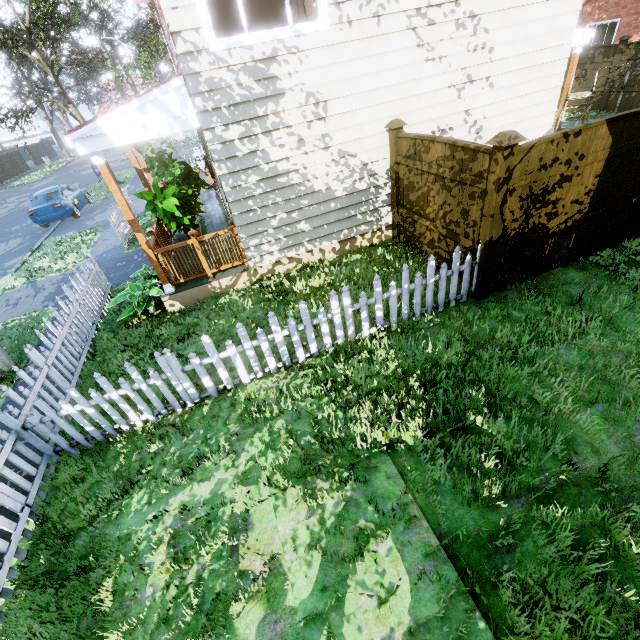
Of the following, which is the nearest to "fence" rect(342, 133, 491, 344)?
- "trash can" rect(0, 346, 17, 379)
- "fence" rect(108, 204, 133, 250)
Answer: "trash can" rect(0, 346, 17, 379)

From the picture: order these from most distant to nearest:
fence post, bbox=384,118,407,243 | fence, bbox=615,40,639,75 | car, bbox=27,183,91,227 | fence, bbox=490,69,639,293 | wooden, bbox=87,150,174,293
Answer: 1. car, bbox=27,183,91,227
2. fence, bbox=615,40,639,75
3. fence post, bbox=384,118,407,243
4. wooden, bbox=87,150,174,293
5. fence, bbox=490,69,639,293

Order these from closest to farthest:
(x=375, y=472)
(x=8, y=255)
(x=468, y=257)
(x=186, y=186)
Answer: (x=375, y=472), (x=468, y=257), (x=186, y=186), (x=8, y=255)

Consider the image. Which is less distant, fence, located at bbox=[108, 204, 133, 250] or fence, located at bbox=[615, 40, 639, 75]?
fence, located at bbox=[108, 204, 133, 250]

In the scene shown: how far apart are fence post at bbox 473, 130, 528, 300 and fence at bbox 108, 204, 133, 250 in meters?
10.6 m

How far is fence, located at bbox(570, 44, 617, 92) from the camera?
13.0m

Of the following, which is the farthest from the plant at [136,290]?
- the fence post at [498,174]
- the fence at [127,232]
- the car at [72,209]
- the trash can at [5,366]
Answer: the car at [72,209]

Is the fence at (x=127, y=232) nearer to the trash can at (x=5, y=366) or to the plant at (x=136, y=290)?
the plant at (x=136, y=290)
